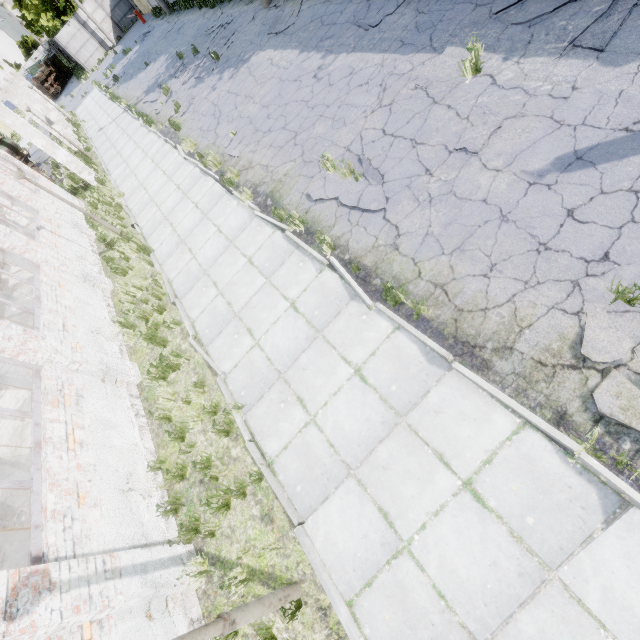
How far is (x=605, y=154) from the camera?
4.4 meters

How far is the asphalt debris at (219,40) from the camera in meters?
15.6

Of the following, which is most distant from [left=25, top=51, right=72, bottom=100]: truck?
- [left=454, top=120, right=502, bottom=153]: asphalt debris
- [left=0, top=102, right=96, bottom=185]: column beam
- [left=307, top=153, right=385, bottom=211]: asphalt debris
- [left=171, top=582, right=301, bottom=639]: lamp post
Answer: [left=171, top=582, right=301, bottom=639]: lamp post

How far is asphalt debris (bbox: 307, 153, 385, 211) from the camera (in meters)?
6.16

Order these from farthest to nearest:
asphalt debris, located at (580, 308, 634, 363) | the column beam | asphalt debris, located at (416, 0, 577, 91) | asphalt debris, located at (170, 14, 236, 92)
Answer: asphalt debris, located at (170, 14, 236, 92)
the column beam
asphalt debris, located at (416, 0, 577, 91)
asphalt debris, located at (580, 308, 634, 363)

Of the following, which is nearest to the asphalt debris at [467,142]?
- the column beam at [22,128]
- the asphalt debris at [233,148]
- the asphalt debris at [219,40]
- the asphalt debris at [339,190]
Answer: the asphalt debris at [339,190]

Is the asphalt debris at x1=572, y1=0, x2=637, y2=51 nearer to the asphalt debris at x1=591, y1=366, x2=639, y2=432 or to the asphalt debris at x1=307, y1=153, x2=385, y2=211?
the asphalt debris at x1=307, y1=153, x2=385, y2=211

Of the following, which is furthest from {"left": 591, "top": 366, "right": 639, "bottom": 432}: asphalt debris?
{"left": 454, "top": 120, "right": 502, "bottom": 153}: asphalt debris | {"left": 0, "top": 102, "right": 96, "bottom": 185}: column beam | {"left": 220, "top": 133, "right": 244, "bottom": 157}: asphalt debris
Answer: {"left": 0, "top": 102, "right": 96, "bottom": 185}: column beam
